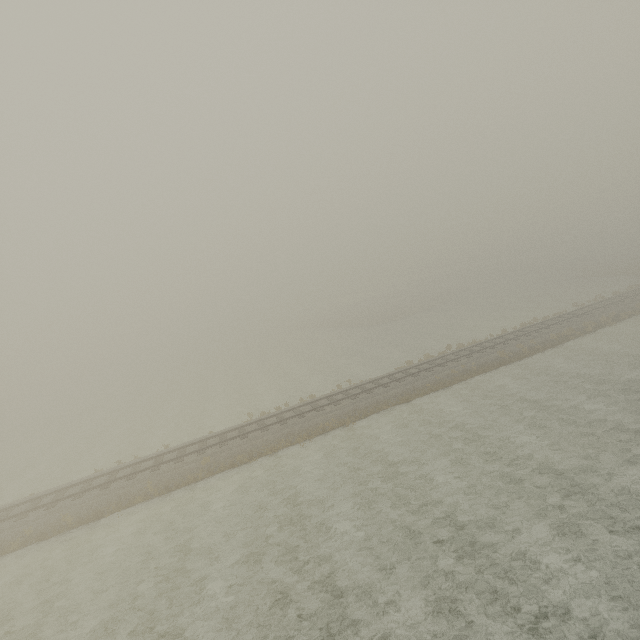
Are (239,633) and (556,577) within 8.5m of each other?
no
